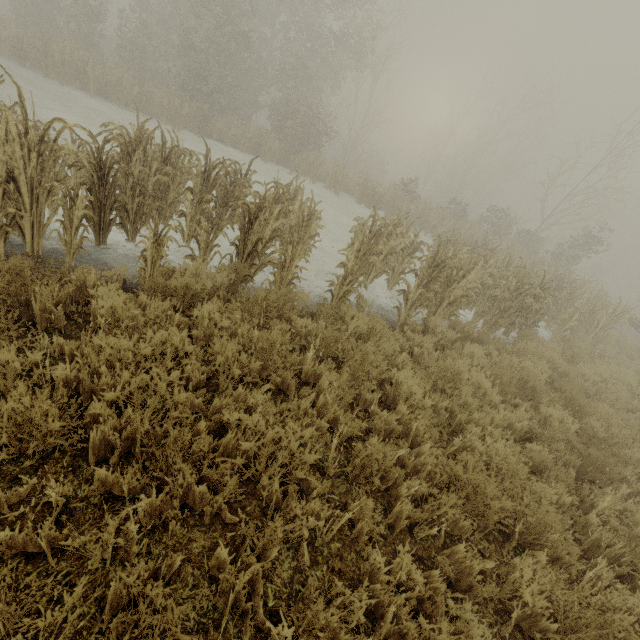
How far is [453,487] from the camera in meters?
3.8
